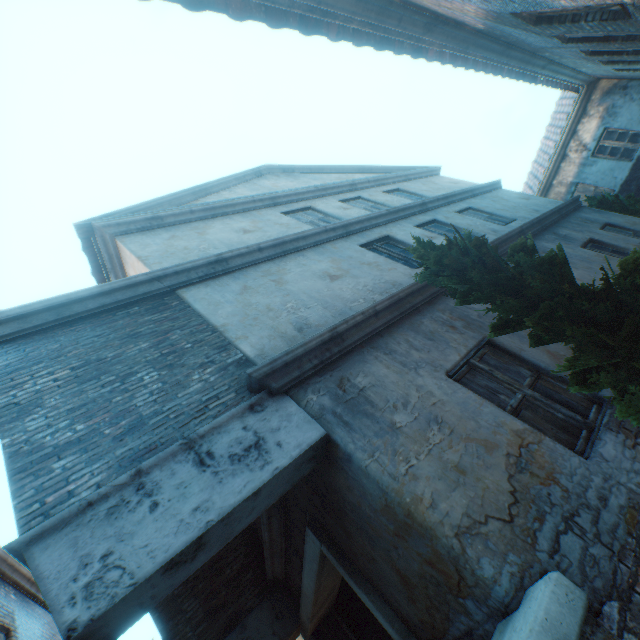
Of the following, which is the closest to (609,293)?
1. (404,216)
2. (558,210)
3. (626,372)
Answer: (626,372)

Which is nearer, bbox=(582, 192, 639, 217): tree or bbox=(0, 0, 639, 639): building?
bbox=(0, 0, 639, 639): building

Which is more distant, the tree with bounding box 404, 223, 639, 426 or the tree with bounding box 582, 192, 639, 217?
the tree with bounding box 582, 192, 639, 217

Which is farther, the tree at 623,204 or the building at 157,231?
the tree at 623,204

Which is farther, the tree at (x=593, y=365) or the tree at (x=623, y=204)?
the tree at (x=623, y=204)
